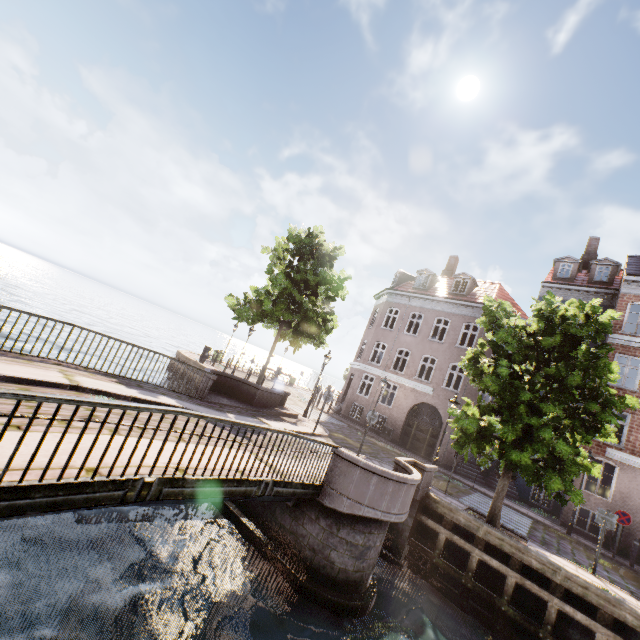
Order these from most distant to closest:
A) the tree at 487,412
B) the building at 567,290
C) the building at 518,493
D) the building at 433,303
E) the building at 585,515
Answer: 1. the building at 433,303
2. the building at 567,290
3. the building at 518,493
4. the building at 585,515
5. the tree at 487,412

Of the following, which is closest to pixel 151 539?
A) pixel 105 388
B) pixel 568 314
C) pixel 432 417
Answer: pixel 105 388

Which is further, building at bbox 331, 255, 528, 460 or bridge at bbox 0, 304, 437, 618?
building at bbox 331, 255, 528, 460

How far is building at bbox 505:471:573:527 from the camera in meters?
16.2

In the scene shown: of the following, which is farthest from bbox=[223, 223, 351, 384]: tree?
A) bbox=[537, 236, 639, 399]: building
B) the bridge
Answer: bbox=[537, 236, 639, 399]: building

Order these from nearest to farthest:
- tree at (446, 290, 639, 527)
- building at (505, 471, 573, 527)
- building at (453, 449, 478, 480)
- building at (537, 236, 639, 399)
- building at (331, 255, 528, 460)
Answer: tree at (446, 290, 639, 527), building at (505, 471, 573, 527), building at (537, 236, 639, 399), building at (453, 449, 478, 480), building at (331, 255, 528, 460)

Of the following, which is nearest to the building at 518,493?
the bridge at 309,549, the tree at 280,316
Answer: the tree at 280,316
